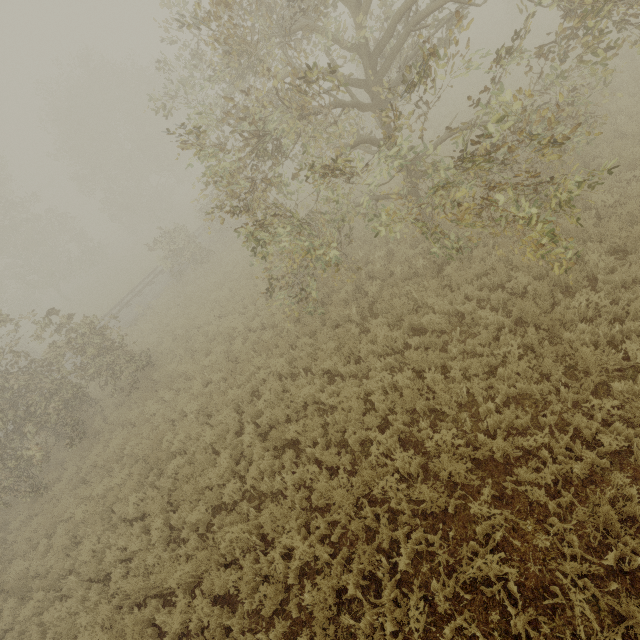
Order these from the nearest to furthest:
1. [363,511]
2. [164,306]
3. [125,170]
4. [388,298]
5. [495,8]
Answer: [363,511] < [388,298] < [164,306] < [495,8] < [125,170]
